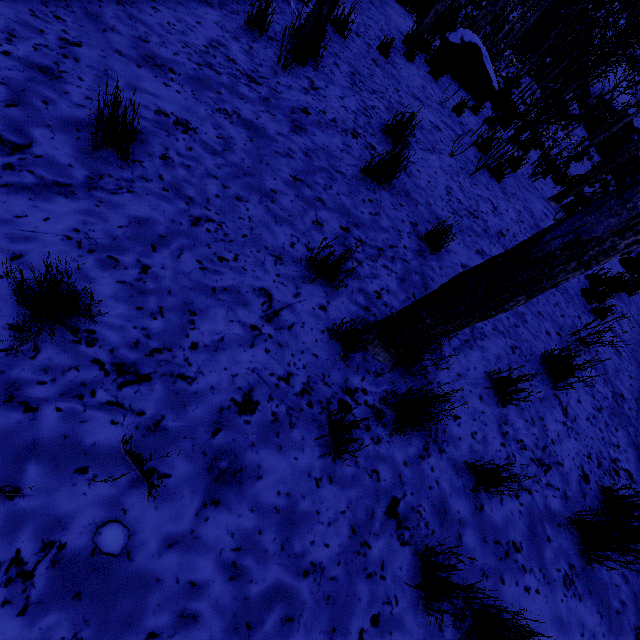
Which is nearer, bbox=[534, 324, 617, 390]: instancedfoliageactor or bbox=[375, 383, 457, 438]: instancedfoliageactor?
bbox=[375, 383, 457, 438]: instancedfoliageactor

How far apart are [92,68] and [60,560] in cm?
283

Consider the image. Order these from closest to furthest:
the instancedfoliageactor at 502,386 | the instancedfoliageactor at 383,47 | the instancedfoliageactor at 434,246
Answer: the instancedfoliageactor at 502,386 → the instancedfoliageactor at 434,246 → the instancedfoliageactor at 383,47

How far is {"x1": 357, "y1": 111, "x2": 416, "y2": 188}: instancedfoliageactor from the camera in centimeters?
308cm

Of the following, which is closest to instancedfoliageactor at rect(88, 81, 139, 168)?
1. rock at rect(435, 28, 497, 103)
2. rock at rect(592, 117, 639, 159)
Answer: rock at rect(592, 117, 639, 159)

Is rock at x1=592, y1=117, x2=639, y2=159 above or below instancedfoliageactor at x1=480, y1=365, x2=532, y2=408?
above

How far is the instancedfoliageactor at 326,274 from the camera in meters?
2.1
